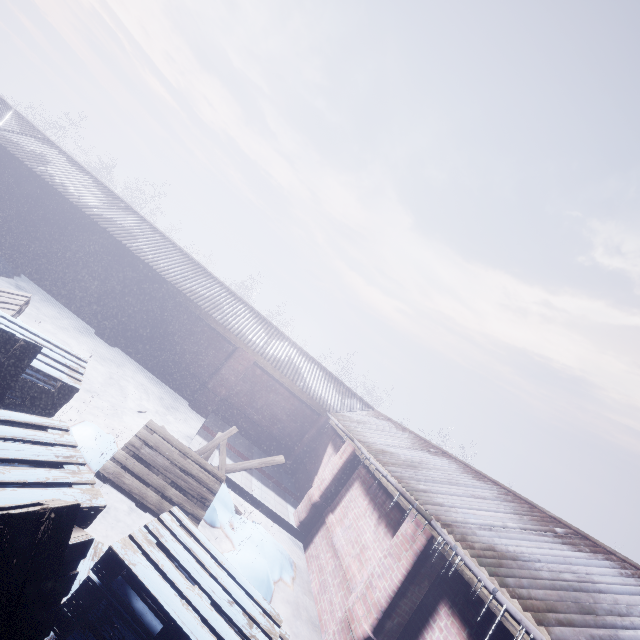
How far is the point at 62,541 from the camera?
1.7 meters
